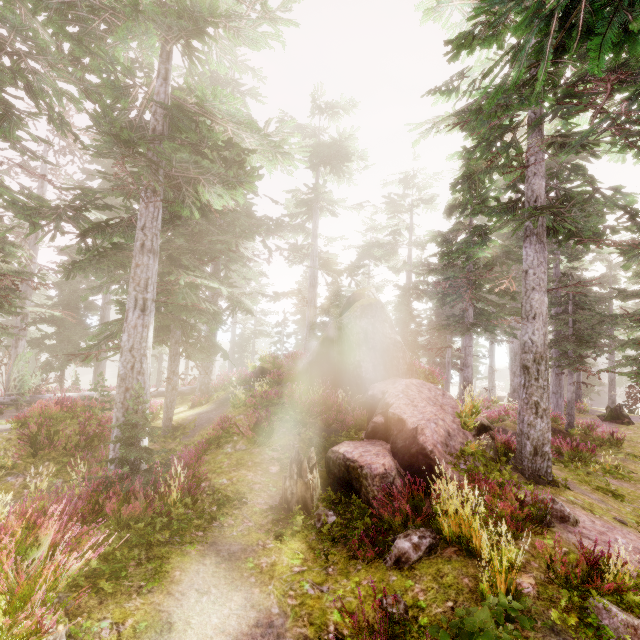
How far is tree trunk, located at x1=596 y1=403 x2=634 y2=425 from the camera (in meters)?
21.42

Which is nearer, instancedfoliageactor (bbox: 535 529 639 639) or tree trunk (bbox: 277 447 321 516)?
instancedfoliageactor (bbox: 535 529 639 639)

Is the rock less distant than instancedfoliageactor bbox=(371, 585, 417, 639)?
No

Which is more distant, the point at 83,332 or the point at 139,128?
the point at 83,332

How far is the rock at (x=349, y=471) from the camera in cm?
858

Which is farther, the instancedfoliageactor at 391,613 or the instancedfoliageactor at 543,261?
the instancedfoliageactor at 543,261

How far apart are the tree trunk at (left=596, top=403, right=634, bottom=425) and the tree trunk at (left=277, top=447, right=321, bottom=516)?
23.5 meters

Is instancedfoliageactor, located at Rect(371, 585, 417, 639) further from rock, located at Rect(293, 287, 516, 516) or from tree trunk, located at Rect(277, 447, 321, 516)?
tree trunk, located at Rect(277, 447, 321, 516)
